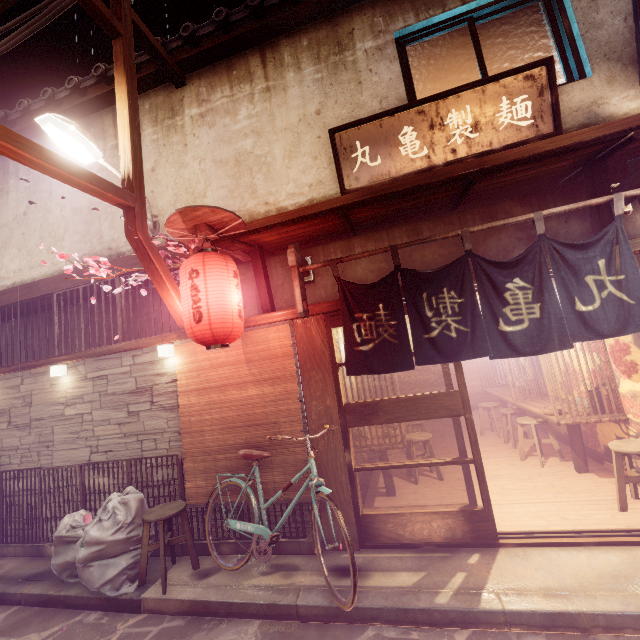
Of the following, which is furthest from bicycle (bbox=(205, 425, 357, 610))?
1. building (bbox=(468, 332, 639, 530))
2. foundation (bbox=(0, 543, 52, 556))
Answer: foundation (bbox=(0, 543, 52, 556))

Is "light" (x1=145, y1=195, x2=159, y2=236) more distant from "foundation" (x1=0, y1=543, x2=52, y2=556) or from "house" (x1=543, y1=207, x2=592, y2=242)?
"foundation" (x1=0, y1=543, x2=52, y2=556)

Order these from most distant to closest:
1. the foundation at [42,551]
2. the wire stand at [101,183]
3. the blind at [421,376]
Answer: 1. the blind at [421,376]
2. the foundation at [42,551]
3. the wire stand at [101,183]

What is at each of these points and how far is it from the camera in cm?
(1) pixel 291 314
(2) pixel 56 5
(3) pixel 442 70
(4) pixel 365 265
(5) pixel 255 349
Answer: (1) wood bar, 767
(2) z, 686
(3) blind, 832
(4) house, 793
(5) blind, 789

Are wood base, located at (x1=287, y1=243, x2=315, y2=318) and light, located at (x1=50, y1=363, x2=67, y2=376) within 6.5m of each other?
no

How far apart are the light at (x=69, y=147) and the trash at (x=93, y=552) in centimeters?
785cm

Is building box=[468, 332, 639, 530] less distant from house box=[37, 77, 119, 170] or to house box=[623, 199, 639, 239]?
house box=[623, 199, 639, 239]

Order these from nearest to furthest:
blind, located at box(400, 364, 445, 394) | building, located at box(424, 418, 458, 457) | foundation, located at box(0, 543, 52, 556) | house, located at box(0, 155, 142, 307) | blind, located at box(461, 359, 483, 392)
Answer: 1. foundation, located at box(0, 543, 52, 556)
2. house, located at box(0, 155, 142, 307)
3. building, located at box(424, 418, 458, 457)
4. blind, located at box(461, 359, 483, 392)
5. blind, located at box(400, 364, 445, 394)
